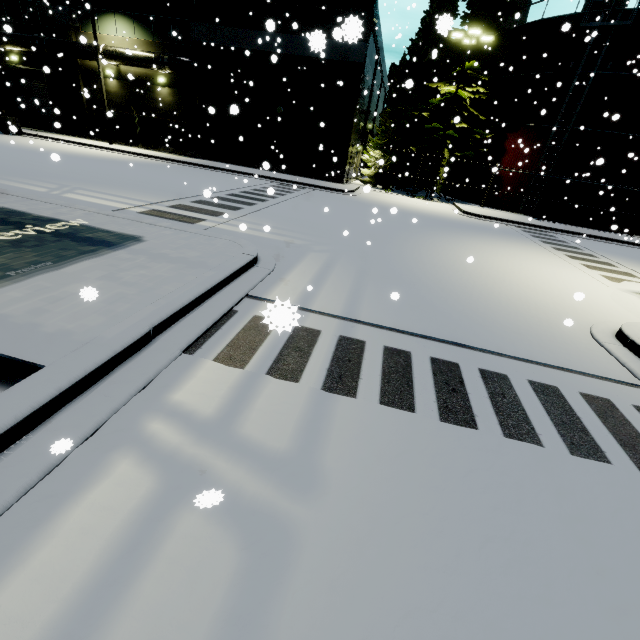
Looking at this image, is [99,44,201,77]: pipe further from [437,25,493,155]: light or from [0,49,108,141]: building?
[437,25,493,155]: light

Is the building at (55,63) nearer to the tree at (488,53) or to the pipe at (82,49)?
the pipe at (82,49)

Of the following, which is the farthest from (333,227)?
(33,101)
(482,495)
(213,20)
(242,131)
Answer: (33,101)

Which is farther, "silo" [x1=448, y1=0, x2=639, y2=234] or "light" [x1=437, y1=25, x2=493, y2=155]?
"silo" [x1=448, y1=0, x2=639, y2=234]

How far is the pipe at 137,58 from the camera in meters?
22.2

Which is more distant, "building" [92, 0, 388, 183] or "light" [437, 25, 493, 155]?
"building" [92, 0, 388, 183]

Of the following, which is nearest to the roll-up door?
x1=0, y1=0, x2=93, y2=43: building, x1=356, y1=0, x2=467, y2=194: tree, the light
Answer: x1=0, y1=0, x2=93, y2=43: building

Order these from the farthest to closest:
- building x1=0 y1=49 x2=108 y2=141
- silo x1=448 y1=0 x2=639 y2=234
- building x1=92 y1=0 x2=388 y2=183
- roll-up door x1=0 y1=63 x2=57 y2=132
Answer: roll-up door x1=0 y1=63 x2=57 y2=132 → building x1=0 y1=49 x2=108 y2=141 → building x1=92 y1=0 x2=388 y2=183 → silo x1=448 y1=0 x2=639 y2=234
